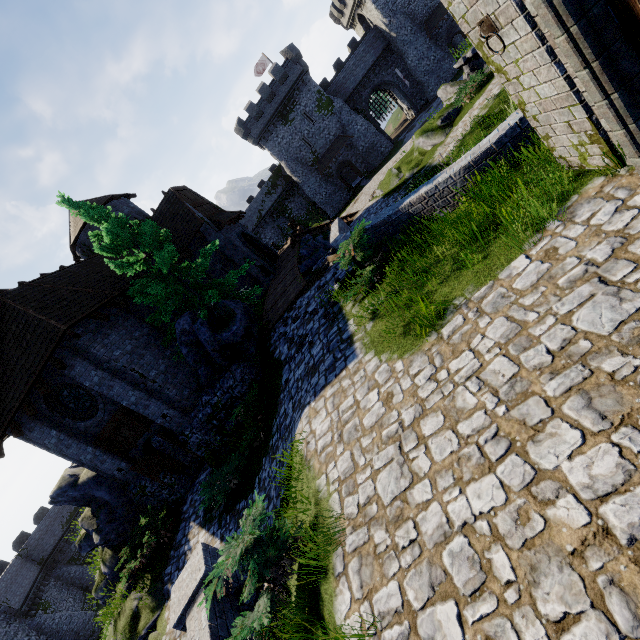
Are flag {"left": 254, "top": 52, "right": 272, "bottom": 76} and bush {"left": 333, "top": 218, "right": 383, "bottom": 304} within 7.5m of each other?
no

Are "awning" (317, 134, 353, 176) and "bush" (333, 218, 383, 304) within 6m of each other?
no

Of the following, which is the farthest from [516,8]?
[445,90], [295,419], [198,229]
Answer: [198,229]

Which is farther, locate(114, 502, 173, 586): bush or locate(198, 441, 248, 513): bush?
locate(114, 502, 173, 586): bush

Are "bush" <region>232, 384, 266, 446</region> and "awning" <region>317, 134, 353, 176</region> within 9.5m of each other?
no

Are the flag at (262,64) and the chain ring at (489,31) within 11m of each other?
no

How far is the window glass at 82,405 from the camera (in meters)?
12.95

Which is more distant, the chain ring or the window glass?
the window glass
